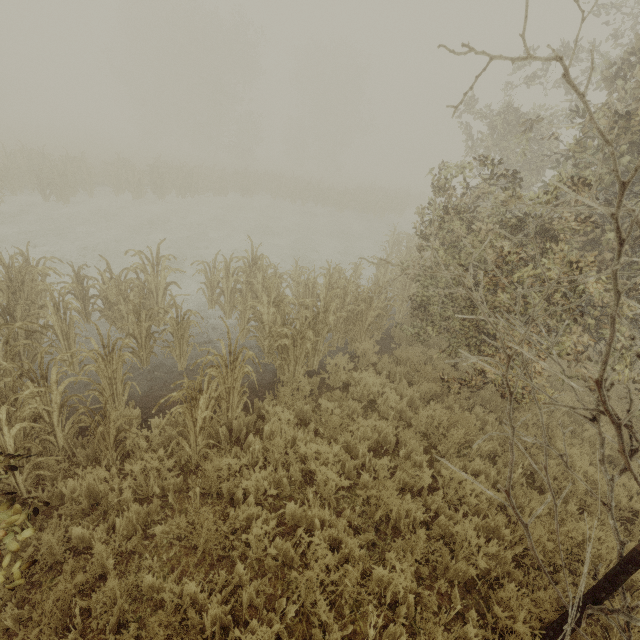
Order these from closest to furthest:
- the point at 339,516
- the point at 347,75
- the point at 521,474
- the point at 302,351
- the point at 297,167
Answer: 1. the point at 339,516
2. the point at 521,474
3. the point at 302,351
4. the point at 347,75
5. the point at 297,167
